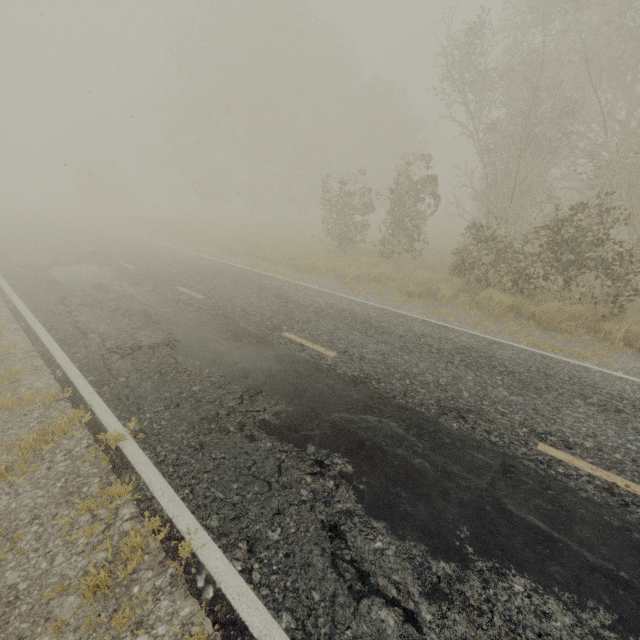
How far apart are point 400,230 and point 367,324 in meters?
8.1 m
